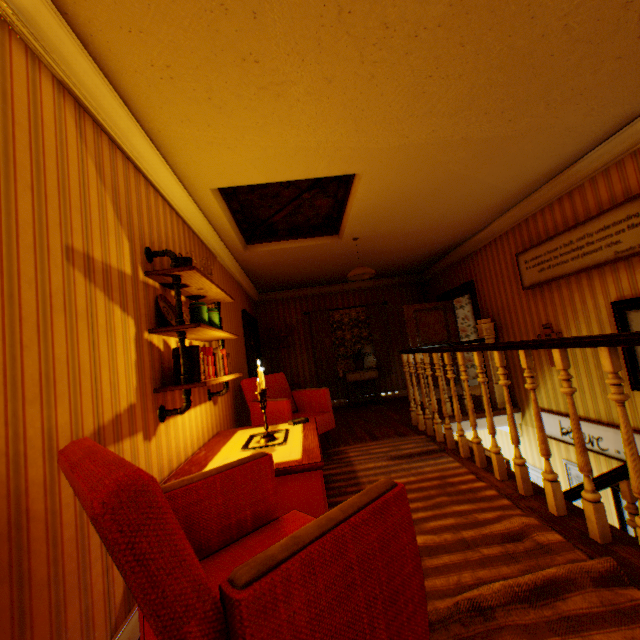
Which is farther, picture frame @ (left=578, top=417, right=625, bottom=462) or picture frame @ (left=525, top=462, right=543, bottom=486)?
picture frame @ (left=525, top=462, right=543, bottom=486)

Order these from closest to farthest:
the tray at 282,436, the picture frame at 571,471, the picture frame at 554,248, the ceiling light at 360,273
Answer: the tray at 282,436, the picture frame at 554,248, the picture frame at 571,471, the ceiling light at 360,273

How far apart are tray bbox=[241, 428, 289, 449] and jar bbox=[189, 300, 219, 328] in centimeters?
114cm

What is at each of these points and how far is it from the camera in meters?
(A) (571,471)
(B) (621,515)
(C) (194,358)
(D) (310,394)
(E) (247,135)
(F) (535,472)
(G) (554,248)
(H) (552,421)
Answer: (A) picture frame, 4.6
(B) picture frame, 3.9
(C) book row, 2.5
(D) chair, 4.9
(E) building, 2.6
(F) picture frame, 5.3
(G) picture frame, 4.3
(H) picture frame, 4.8

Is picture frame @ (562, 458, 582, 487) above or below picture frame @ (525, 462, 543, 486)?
above

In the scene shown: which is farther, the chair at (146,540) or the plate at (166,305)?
the plate at (166,305)

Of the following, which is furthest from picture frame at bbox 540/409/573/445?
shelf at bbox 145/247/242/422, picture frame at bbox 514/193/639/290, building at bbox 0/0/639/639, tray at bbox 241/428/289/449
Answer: shelf at bbox 145/247/242/422

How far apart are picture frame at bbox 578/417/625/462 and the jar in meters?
4.7
